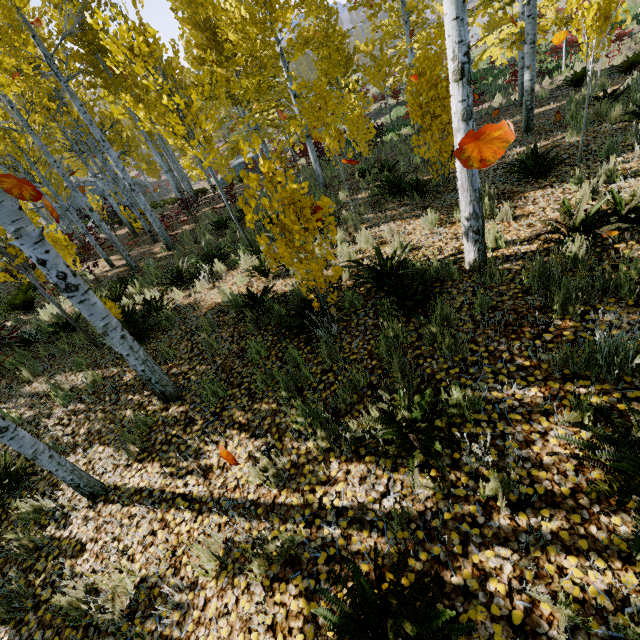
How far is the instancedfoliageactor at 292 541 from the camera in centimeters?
238cm

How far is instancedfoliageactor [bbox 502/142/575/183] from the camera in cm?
547

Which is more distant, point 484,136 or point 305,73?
point 305,73

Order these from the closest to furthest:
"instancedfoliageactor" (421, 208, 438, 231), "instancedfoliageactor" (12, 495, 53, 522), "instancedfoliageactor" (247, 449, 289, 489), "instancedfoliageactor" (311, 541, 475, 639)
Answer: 1. "instancedfoliageactor" (311, 541, 475, 639)
2. "instancedfoliageactor" (247, 449, 289, 489)
3. "instancedfoliageactor" (12, 495, 53, 522)
4. "instancedfoliageactor" (421, 208, 438, 231)

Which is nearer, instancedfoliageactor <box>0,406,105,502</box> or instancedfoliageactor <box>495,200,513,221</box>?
instancedfoliageactor <box>0,406,105,502</box>

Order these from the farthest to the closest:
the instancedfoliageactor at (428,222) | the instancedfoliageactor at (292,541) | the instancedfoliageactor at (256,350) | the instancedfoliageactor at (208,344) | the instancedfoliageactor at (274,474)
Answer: the instancedfoliageactor at (428,222), the instancedfoliageactor at (208,344), the instancedfoliageactor at (256,350), the instancedfoliageactor at (274,474), the instancedfoliageactor at (292,541)
